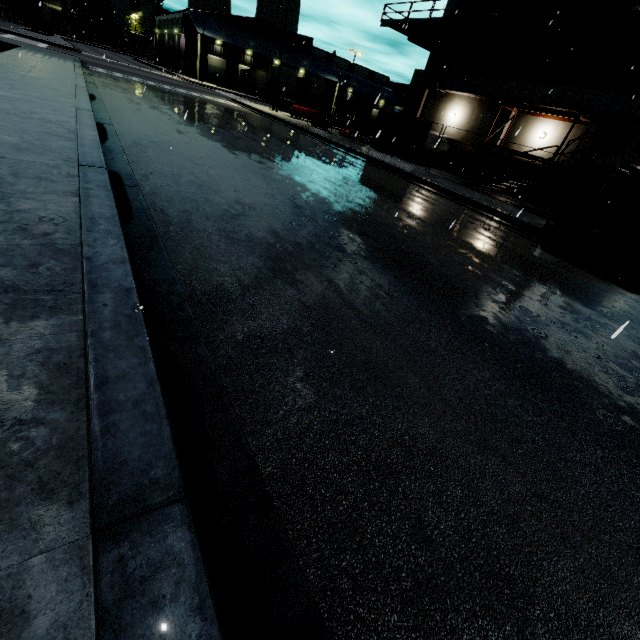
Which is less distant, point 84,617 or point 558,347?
point 84,617

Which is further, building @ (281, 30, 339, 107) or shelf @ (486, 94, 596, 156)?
building @ (281, 30, 339, 107)

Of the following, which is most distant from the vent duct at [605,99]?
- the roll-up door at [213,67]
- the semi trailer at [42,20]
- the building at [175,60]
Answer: the roll-up door at [213,67]

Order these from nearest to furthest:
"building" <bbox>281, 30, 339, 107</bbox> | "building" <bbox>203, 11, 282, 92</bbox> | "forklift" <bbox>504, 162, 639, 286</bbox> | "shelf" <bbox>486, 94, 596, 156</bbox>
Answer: "forklift" <bbox>504, 162, 639, 286</bbox> < "shelf" <bbox>486, 94, 596, 156</bbox> < "building" <bbox>203, 11, 282, 92</bbox> < "building" <bbox>281, 30, 339, 107</bbox>

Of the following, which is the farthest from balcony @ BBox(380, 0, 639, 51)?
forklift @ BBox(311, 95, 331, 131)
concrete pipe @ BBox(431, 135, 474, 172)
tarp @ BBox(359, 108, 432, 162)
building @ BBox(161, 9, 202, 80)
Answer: forklift @ BBox(311, 95, 331, 131)

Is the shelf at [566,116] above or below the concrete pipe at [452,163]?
above

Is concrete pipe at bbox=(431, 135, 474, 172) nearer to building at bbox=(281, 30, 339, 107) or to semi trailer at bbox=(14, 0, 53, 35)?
building at bbox=(281, 30, 339, 107)

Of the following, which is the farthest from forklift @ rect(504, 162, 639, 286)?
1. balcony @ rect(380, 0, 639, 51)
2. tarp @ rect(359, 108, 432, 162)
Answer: balcony @ rect(380, 0, 639, 51)
